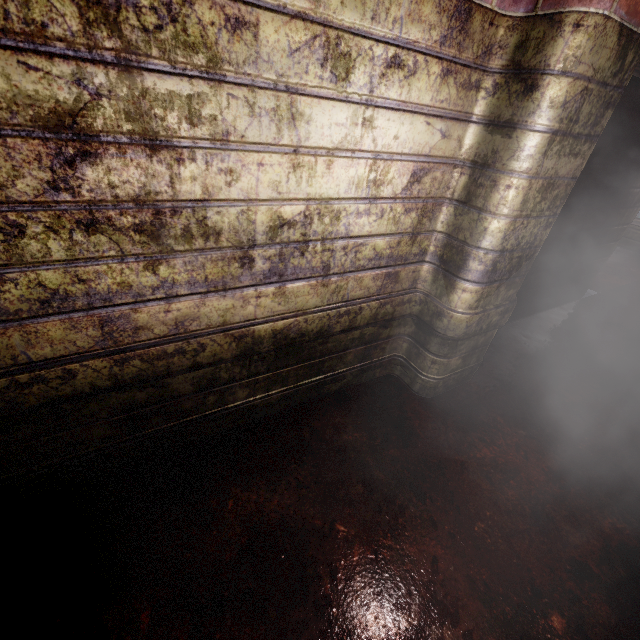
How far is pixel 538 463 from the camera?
1.9 meters
